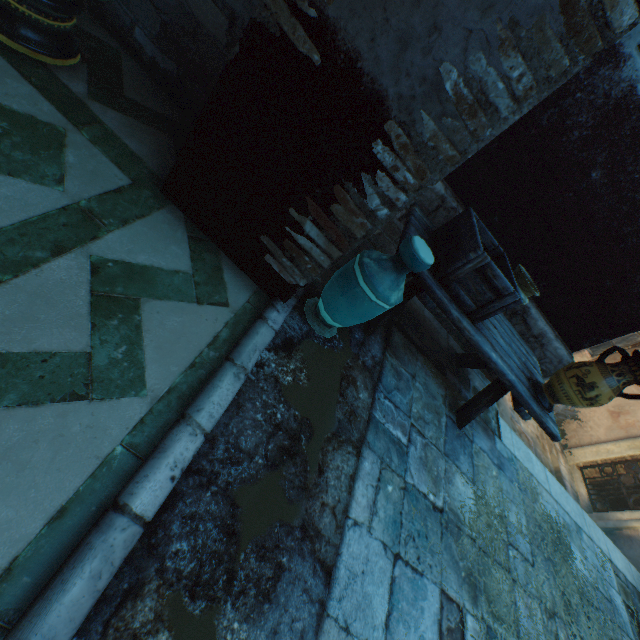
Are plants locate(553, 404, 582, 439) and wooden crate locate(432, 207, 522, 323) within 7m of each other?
no

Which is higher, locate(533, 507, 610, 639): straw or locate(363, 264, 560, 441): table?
locate(363, 264, 560, 441): table

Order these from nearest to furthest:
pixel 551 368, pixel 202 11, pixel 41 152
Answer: pixel 41 152 → pixel 202 11 → pixel 551 368

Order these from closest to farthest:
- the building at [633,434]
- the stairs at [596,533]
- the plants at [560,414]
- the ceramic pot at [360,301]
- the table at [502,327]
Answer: the ceramic pot at [360,301], the table at [502,327], the stairs at [596,533], the building at [633,434], the plants at [560,414]

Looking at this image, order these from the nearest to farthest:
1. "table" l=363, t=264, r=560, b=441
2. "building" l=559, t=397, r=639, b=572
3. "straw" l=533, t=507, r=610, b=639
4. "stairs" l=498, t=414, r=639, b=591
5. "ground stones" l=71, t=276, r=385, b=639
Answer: "ground stones" l=71, t=276, r=385, b=639 → "table" l=363, t=264, r=560, b=441 → "straw" l=533, t=507, r=610, b=639 → "stairs" l=498, t=414, r=639, b=591 → "building" l=559, t=397, r=639, b=572

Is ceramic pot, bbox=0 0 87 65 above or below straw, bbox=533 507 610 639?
above

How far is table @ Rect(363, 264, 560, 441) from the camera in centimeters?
239cm

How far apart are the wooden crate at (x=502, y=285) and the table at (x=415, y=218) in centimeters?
3cm
